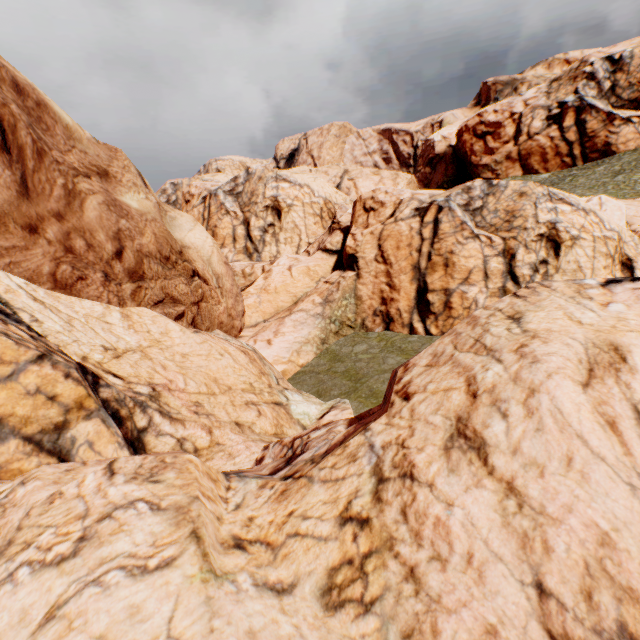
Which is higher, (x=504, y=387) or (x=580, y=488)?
(x=504, y=387)
